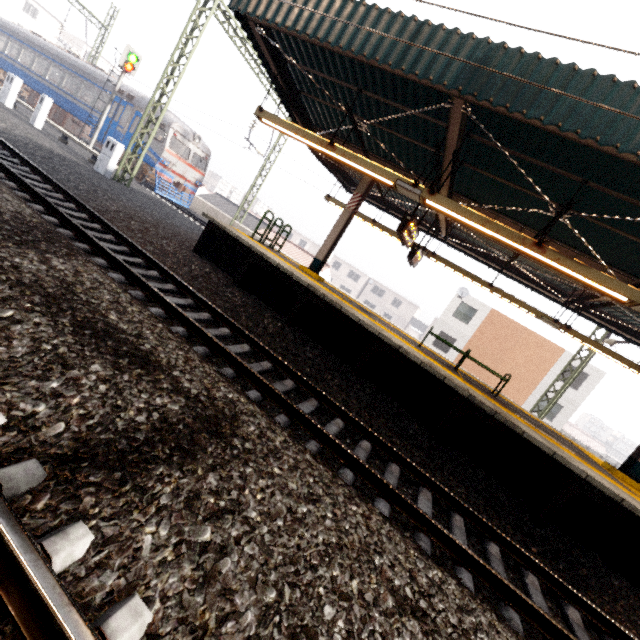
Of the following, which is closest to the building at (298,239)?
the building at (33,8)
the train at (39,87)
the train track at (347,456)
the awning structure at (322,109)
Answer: the building at (33,8)

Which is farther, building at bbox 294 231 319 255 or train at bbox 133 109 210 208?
building at bbox 294 231 319 255

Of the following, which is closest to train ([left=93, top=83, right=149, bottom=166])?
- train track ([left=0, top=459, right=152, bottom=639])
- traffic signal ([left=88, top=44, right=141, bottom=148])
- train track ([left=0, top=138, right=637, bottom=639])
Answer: traffic signal ([left=88, top=44, right=141, bottom=148])

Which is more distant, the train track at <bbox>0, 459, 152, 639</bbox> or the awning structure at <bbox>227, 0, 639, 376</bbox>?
the awning structure at <bbox>227, 0, 639, 376</bbox>

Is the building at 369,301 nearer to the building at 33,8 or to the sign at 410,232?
the building at 33,8

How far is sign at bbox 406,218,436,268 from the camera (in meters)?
10.32

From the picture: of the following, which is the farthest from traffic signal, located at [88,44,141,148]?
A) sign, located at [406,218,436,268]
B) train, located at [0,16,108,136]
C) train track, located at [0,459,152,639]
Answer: sign, located at [406,218,436,268]

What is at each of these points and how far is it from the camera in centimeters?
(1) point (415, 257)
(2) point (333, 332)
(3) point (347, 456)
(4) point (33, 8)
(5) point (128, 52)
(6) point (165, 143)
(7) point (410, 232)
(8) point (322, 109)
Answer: (1) sign, 1065cm
(2) platform underside, 770cm
(3) train track, 391cm
(4) building, 4269cm
(5) traffic signal, 1692cm
(6) train, 1777cm
(7) sign, 812cm
(8) awning structure, 912cm
